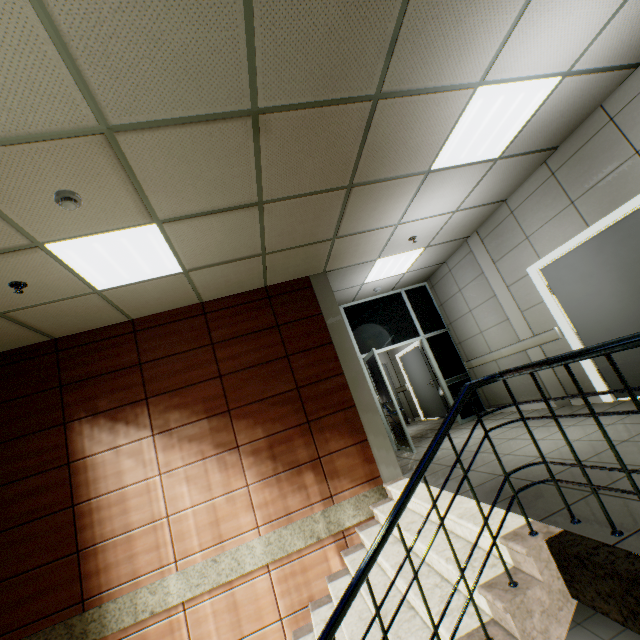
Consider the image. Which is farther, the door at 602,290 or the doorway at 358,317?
the doorway at 358,317

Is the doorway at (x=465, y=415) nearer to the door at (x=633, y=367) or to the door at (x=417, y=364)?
the door at (x=417, y=364)

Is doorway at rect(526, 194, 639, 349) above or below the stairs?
above

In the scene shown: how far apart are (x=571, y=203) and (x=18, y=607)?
8.2m

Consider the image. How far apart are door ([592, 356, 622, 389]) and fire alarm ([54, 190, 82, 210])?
5.6m

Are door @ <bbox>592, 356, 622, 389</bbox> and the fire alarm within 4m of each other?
no

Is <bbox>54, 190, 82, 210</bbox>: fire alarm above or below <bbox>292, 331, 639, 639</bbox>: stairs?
above

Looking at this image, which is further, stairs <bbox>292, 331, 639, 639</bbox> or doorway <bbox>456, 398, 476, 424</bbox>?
doorway <bbox>456, 398, 476, 424</bbox>
